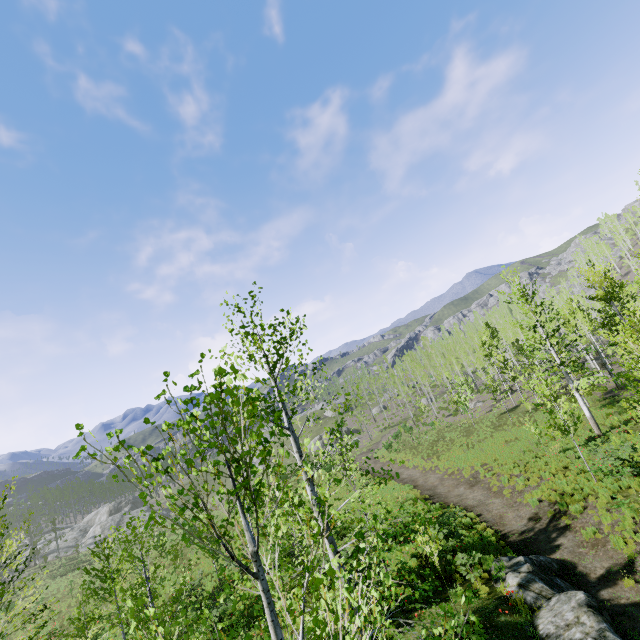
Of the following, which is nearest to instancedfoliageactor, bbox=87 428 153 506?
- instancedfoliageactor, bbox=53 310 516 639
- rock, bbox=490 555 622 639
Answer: rock, bbox=490 555 622 639

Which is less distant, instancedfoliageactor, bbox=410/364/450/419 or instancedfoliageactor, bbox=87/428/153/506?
instancedfoliageactor, bbox=87/428/153/506

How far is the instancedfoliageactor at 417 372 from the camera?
53.19m

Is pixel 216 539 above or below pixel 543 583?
above

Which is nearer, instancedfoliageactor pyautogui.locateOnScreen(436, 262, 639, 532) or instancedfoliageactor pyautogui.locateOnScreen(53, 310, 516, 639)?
instancedfoliageactor pyautogui.locateOnScreen(53, 310, 516, 639)

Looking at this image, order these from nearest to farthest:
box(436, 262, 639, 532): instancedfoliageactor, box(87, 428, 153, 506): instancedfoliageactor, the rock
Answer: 1. box(87, 428, 153, 506): instancedfoliageactor
2. the rock
3. box(436, 262, 639, 532): instancedfoliageactor

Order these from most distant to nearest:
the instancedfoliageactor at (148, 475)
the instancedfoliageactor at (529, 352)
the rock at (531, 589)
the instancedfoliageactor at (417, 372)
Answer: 1. the instancedfoliageactor at (417, 372)
2. the instancedfoliageactor at (529, 352)
3. the rock at (531, 589)
4. the instancedfoliageactor at (148, 475)
